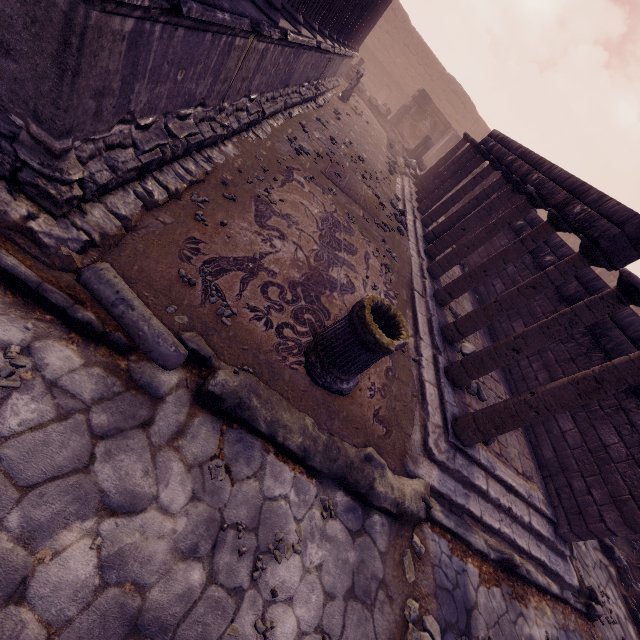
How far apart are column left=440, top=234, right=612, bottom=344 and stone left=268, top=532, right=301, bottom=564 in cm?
438

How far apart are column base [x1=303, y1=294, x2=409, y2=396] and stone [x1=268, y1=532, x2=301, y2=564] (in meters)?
1.34

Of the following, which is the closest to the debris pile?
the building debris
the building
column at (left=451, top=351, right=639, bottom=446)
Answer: column at (left=451, top=351, right=639, bottom=446)

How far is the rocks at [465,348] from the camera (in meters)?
5.99

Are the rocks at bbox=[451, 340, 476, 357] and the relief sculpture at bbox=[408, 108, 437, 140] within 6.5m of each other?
no

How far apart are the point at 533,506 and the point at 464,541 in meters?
1.9 m

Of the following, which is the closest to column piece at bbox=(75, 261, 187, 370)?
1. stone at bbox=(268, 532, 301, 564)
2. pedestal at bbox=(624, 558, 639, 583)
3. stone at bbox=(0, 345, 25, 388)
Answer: stone at bbox=(0, 345, 25, 388)

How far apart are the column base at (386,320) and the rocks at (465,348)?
2.7m
